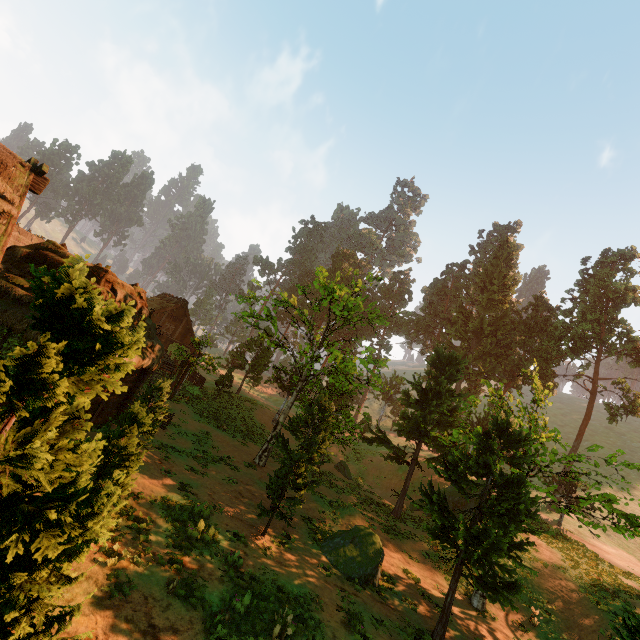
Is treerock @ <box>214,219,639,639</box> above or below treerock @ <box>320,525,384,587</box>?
above

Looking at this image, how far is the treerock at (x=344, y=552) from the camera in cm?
1348

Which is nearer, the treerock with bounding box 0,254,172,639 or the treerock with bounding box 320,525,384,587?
the treerock with bounding box 0,254,172,639

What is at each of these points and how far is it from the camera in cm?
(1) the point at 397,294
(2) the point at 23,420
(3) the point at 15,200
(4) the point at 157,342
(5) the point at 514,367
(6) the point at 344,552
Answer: (1) treerock, 5941
(2) treerock, 381
(3) building, 845
(4) building, 1622
(5) treerock, 3869
(6) treerock, 1417

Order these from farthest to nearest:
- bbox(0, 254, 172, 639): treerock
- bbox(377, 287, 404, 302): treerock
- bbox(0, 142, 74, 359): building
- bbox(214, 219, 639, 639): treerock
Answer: bbox(377, 287, 404, 302): treerock < bbox(214, 219, 639, 639): treerock < bbox(0, 142, 74, 359): building < bbox(0, 254, 172, 639): treerock

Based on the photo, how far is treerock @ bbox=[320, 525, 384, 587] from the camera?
13.48m

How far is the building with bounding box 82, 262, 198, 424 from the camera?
13.62m
